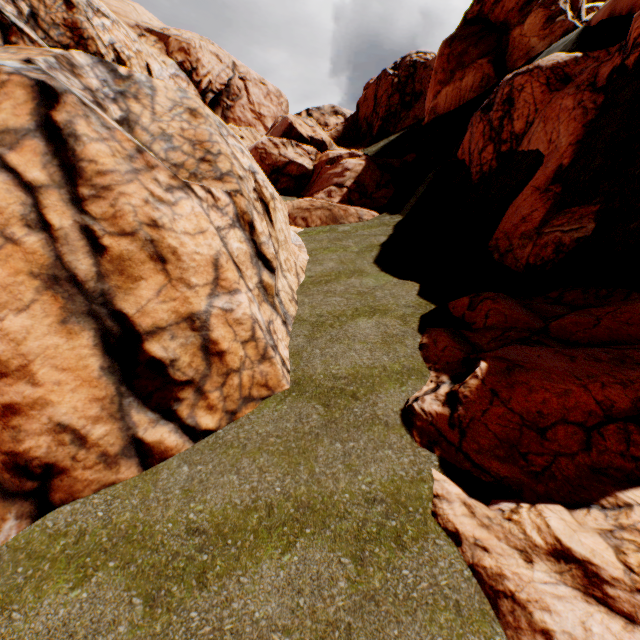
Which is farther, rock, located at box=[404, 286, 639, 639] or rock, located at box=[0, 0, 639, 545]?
rock, located at box=[0, 0, 639, 545]

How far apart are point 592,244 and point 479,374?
6.7 meters

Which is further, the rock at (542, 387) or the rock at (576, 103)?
the rock at (576, 103)
